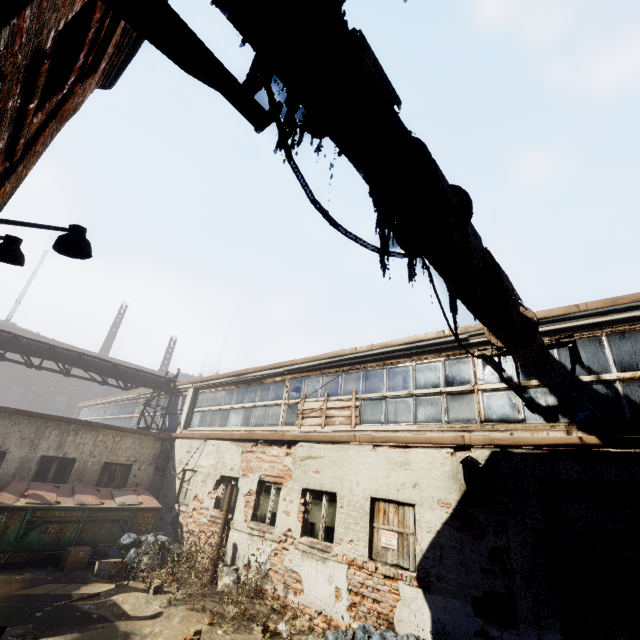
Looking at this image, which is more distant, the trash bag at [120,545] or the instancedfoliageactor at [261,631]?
the trash bag at [120,545]

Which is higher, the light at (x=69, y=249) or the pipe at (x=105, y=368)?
the pipe at (x=105, y=368)

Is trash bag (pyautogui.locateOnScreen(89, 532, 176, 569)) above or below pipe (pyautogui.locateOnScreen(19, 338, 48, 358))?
below

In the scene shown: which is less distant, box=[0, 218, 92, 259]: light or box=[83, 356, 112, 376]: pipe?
→ box=[0, 218, 92, 259]: light

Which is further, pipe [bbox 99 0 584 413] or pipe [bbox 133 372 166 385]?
pipe [bbox 133 372 166 385]

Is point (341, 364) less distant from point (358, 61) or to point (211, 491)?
point (211, 491)

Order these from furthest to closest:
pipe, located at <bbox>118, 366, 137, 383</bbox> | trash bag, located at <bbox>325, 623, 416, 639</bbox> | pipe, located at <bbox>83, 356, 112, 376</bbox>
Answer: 1. pipe, located at <bbox>118, 366, 137, 383</bbox>
2. pipe, located at <bbox>83, 356, 112, 376</bbox>
3. trash bag, located at <bbox>325, 623, 416, 639</bbox>

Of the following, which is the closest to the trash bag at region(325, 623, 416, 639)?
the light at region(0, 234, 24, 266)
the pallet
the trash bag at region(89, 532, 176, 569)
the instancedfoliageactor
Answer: the instancedfoliageactor
